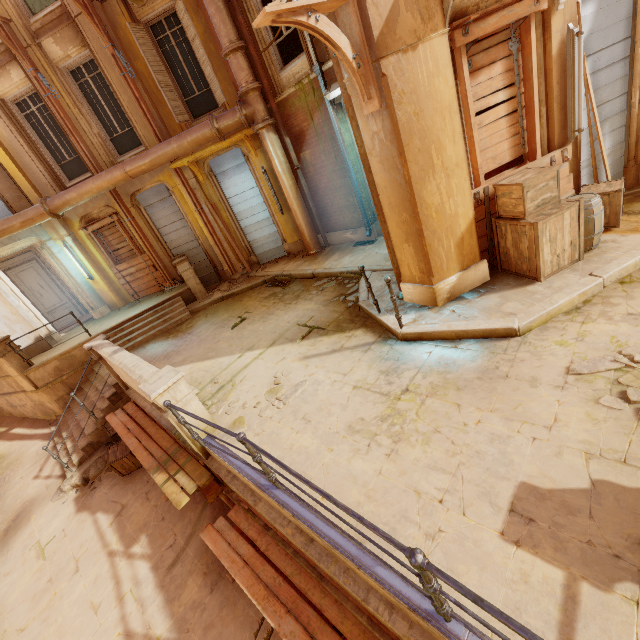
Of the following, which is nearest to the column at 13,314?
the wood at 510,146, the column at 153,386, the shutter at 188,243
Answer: the shutter at 188,243

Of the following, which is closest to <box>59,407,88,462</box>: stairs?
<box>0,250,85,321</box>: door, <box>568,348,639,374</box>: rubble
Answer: <box>0,250,85,321</box>: door

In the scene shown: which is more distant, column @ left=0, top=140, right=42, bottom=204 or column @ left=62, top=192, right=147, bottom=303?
column @ left=62, top=192, right=147, bottom=303

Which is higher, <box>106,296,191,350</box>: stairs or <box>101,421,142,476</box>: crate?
<box>106,296,191,350</box>: stairs

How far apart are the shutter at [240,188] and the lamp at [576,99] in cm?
857

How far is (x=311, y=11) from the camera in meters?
3.5

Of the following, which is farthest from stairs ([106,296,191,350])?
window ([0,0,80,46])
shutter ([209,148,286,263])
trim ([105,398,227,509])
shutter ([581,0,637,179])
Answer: shutter ([581,0,637,179])

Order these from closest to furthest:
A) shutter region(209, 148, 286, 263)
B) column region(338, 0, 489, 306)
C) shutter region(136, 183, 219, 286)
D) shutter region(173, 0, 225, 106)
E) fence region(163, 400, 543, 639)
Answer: fence region(163, 400, 543, 639) → column region(338, 0, 489, 306) → shutter region(173, 0, 225, 106) → shutter region(209, 148, 286, 263) → shutter region(136, 183, 219, 286)
